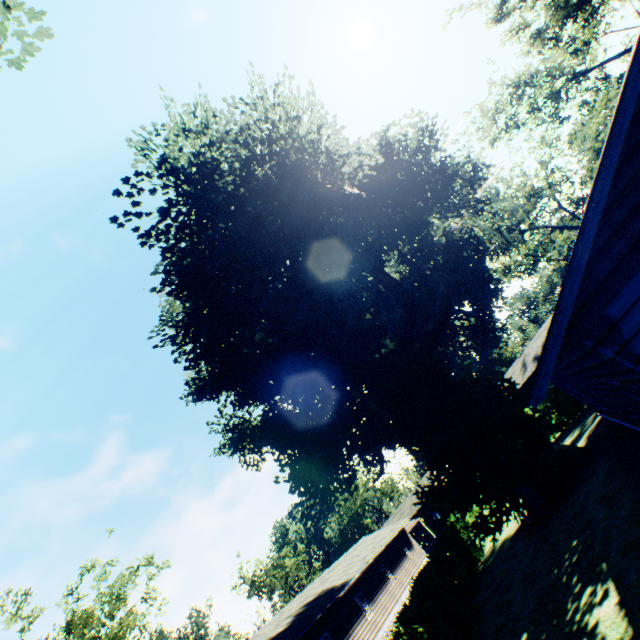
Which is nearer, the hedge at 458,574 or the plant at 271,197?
the hedge at 458,574

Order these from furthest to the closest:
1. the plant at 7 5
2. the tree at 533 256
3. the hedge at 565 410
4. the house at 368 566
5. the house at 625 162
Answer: the tree at 533 256, the hedge at 565 410, the house at 368 566, the plant at 7 5, the house at 625 162

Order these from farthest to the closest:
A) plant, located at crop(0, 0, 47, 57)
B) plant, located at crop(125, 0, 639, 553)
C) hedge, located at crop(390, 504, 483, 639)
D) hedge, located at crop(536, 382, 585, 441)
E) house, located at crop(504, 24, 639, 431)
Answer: hedge, located at crop(536, 382, 585, 441)
plant, located at crop(125, 0, 639, 553)
hedge, located at crop(390, 504, 483, 639)
plant, located at crop(0, 0, 47, 57)
house, located at crop(504, 24, 639, 431)

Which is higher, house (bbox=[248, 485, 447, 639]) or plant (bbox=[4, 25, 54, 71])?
plant (bbox=[4, 25, 54, 71])

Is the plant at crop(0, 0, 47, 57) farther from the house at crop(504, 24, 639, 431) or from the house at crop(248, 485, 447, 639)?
the house at crop(248, 485, 447, 639)

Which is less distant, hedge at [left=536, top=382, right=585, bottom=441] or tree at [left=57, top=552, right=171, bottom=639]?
tree at [left=57, top=552, right=171, bottom=639]

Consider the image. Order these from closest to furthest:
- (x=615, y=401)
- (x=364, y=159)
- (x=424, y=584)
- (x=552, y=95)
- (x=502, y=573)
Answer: (x=615, y=401) < (x=424, y=584) < (x=502, y=573) < (x=364, y=159) < (x=552, y=95)

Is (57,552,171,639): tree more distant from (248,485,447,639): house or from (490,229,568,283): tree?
(490,229,568,283): tree
